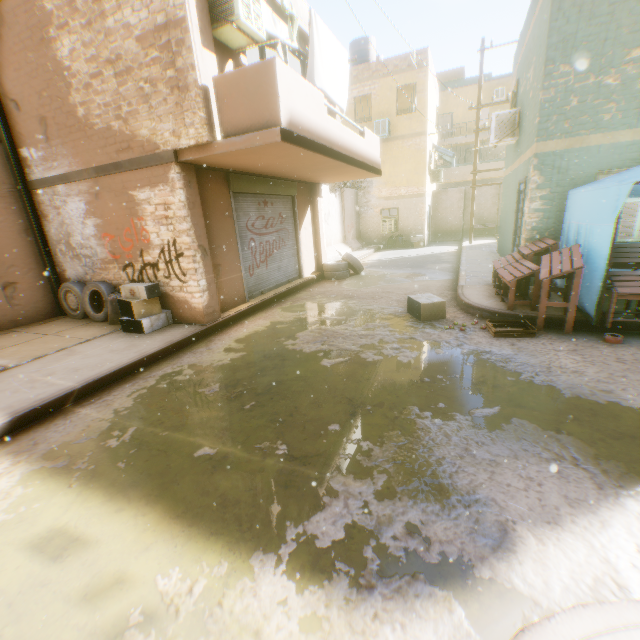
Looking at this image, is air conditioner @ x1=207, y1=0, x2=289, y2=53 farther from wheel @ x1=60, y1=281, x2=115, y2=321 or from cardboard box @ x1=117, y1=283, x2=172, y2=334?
cardboard box @ x1=117, y1=283, x2=172, y2=334

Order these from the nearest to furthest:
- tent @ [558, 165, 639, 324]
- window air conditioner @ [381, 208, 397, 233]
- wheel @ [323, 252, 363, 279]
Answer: tent @ [558, 165, 639, 324], wheel @ [323, 252, 363, 279], window air conditioner @ [381, 208, 397, 233]

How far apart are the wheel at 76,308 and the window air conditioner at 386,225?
15.62m

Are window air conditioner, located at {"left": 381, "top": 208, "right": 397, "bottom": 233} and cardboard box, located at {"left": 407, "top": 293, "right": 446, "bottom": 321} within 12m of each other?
no

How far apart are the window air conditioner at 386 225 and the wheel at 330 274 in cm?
811

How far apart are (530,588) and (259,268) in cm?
830

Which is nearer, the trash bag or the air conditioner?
the air conditioner

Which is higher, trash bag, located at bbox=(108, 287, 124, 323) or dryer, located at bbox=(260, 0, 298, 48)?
dryer, located at bbox=(260, 0, 298, 48)
